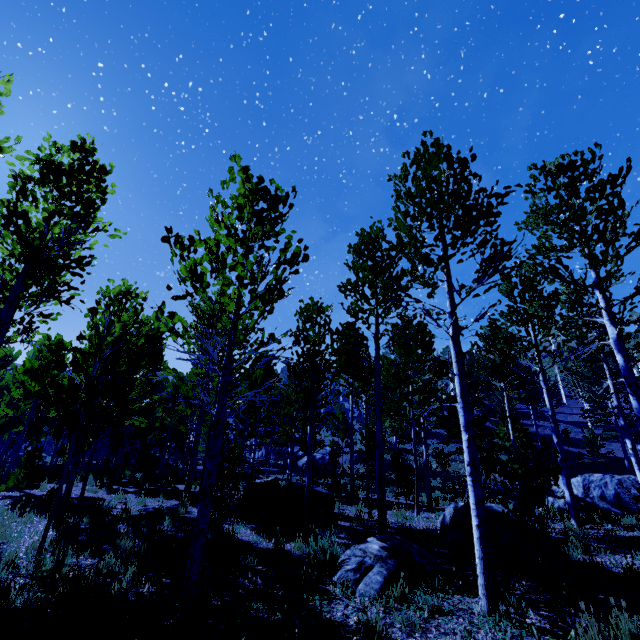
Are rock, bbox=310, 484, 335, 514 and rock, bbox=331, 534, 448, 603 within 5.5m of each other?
yes

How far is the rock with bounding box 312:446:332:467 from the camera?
35.2 meters

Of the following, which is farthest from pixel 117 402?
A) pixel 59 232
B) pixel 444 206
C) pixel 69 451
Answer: pixel 59 232

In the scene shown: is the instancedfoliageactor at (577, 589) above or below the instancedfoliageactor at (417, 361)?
below

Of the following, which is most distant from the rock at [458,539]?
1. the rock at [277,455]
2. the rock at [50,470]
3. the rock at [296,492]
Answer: the rock at [277,455]

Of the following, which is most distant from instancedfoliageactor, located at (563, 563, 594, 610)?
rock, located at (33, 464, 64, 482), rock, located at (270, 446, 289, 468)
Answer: rock, located at (33, 464, 64, 482)

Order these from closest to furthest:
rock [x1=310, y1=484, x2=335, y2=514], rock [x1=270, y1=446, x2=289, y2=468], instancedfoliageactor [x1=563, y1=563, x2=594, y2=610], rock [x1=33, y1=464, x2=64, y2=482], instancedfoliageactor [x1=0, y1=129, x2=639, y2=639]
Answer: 1. instancedfoliageactor [x1=563, y1=563, x2=594, y2=610]
2. instancedfoliageactor [x1=0, y1=129, x2=639, y2=639]
3. rock [x1=310, y1=484, x2=335, y2=514]
4. rock [x1=33, y1=464, x2=64, y2=482]
5. rock [x1=270, y1=446, x2=289, y2=468]

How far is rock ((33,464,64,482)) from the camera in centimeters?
1602cm
